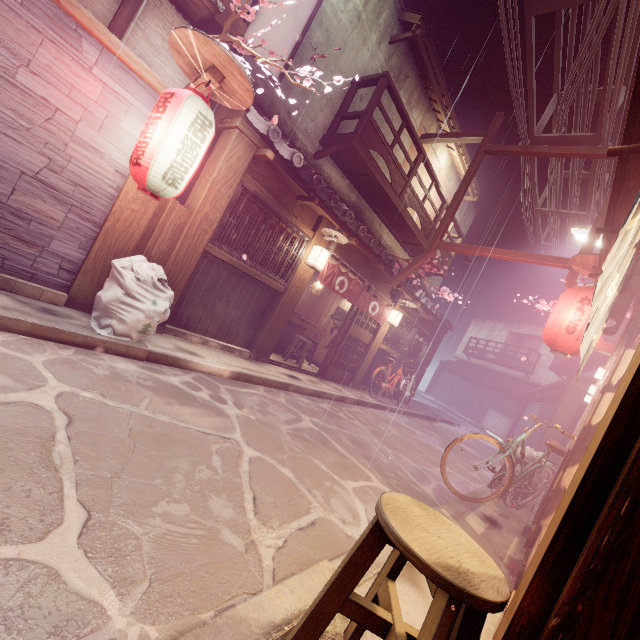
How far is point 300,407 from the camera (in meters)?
9.99

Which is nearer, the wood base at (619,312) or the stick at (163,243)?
the wood base at (619,312)

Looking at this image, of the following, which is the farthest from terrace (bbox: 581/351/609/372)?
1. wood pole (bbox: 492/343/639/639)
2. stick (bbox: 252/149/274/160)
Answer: wood pole (bbox: 492/343/639/639)

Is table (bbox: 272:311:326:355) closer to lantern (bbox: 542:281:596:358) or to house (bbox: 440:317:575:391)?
lantern (bbox: 542:281:596:358)

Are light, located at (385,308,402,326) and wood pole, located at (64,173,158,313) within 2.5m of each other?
no

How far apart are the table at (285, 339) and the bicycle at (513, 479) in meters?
9.2

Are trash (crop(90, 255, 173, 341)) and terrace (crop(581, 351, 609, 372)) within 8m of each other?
no

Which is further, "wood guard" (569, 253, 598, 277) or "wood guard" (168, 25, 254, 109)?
"wood guard" (569, 253, 598, 277)
